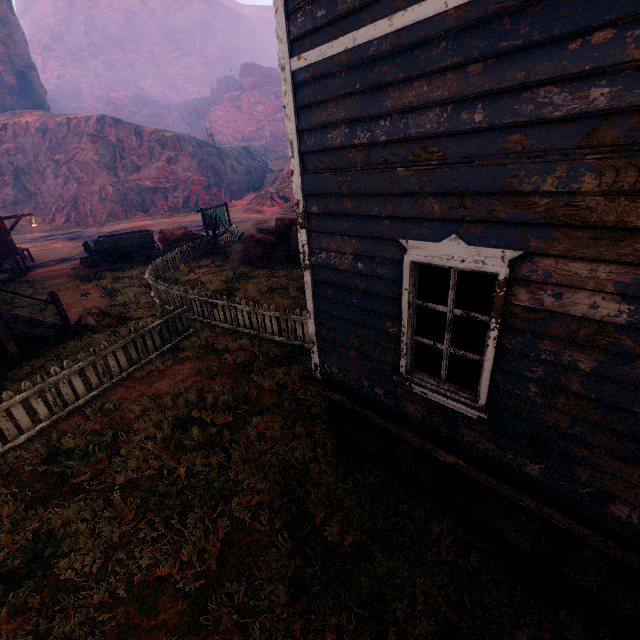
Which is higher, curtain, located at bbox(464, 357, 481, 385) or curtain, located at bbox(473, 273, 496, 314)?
curtain, located at bbox(473, 273, 496, 314)

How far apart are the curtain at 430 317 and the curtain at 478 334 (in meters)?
0.36

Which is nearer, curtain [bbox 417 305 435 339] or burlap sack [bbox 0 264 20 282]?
curtain [bbox 417 305 435 339]

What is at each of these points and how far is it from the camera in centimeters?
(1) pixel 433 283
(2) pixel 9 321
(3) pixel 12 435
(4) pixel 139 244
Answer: (1) curtain, 326cm
(2) hanging platform, 842cm
(3) fence, 570cm
(4) carraige, 1698cm

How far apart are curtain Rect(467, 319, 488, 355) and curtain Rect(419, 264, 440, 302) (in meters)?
0.36

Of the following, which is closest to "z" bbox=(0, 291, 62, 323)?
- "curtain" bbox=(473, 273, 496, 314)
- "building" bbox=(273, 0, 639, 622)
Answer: "building" bbox=(273, 0, 639, 622)

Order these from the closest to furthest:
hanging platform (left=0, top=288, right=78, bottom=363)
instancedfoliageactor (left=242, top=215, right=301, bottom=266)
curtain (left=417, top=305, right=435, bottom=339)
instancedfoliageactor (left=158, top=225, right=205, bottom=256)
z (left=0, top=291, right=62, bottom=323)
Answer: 1. curtain (left=417, top=305, right=435, bottom=339)
2. hanging platform (left=0, top=288, right=78, bottom=363)
3. z (left=0, top=291, right=62, bottom=323)
4. instancedfoliageactor (left=242, top=215, right=301, bottom=266)
5. instancedfoliageactor (left=158, top=225, right=205, bottom=256)

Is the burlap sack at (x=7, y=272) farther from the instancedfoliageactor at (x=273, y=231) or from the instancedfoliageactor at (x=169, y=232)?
the instancedfoliageactor at (x=273, y=231)
